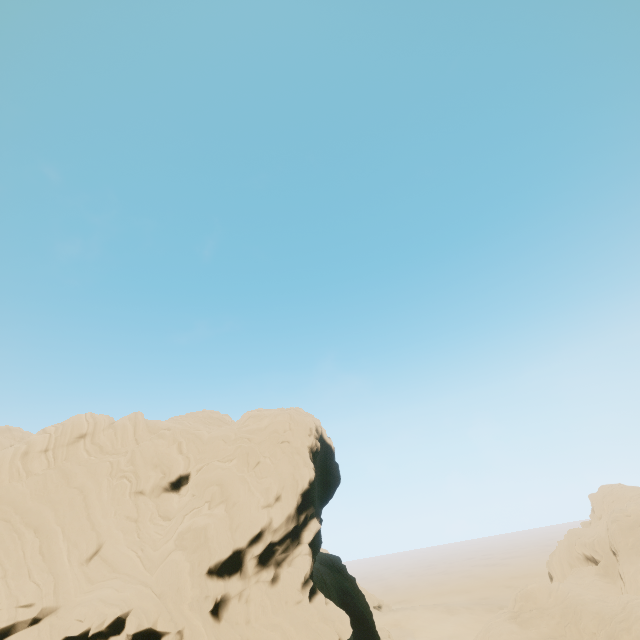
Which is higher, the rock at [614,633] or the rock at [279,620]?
the rock at [279,620]

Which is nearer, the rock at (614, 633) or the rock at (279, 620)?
the rock at (279, 620)

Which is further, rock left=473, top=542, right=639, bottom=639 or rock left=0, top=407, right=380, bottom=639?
rock left=473, top=542, right=639, bottom=639

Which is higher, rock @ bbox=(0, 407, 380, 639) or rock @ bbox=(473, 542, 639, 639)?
rock @ bbox=(0, 407, 380, 639)

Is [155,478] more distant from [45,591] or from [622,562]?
[622,562]
